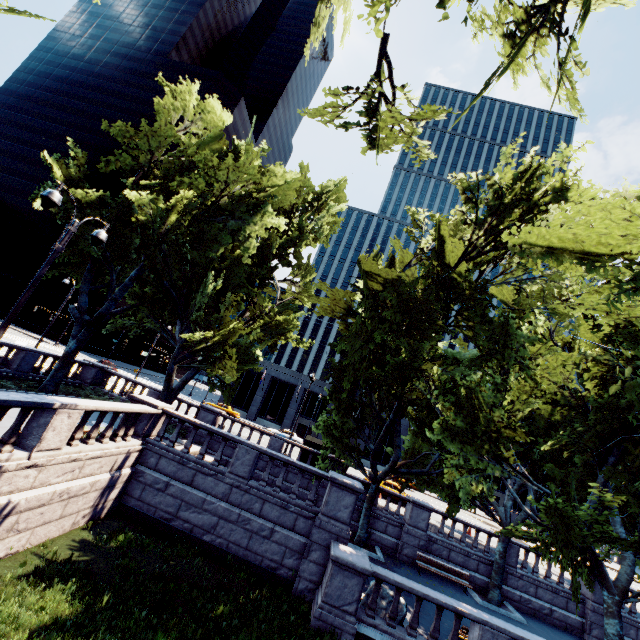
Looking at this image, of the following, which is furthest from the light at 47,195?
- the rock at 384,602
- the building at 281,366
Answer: the building at 281,366

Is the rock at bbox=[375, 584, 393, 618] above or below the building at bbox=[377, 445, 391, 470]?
below

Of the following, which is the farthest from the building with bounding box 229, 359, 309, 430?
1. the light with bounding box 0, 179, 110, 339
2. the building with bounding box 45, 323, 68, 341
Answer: the light with bounding box 0, 179, 110, 339

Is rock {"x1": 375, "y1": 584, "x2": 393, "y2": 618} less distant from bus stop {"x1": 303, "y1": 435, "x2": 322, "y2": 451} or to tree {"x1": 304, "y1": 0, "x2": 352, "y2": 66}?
tree {"x1": 304, "y1": 0, "x2": 352, "y2": 66}

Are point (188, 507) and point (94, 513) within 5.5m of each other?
yes

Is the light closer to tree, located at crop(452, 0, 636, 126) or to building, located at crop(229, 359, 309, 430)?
tree, located at crop(452, 0, 636, 126)

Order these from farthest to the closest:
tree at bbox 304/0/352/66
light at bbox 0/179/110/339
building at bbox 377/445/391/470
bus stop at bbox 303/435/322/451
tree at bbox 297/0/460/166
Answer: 1. building at bbox 377/445/391/470
2. bus stop at bbox 303/435/322/451
3. tree at bbox 304/0/352/66
4. tree at bbox 297/0/460/166
5. light at bbox 0/179/110/339

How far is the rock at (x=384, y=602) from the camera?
11.4 meters
